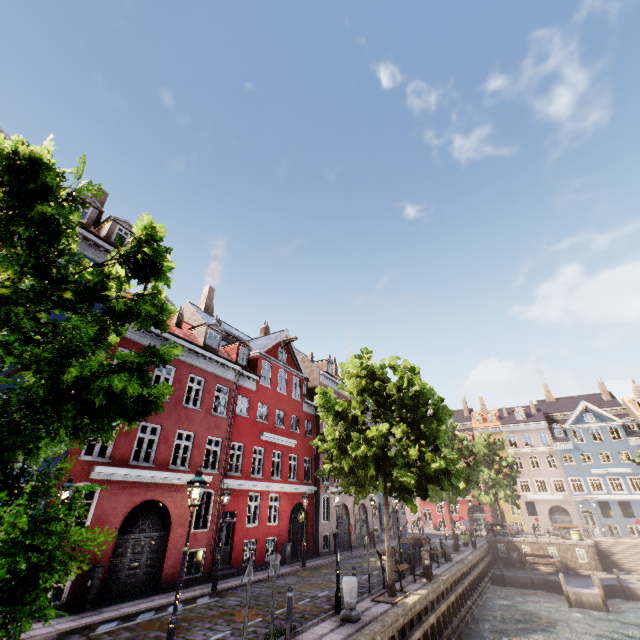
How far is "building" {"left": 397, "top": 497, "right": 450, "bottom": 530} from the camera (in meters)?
39.79

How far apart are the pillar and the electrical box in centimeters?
866cm

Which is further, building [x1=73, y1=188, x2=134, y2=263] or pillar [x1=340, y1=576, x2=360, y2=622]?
building [x1=73, y1=188, x2=134, y2=263]

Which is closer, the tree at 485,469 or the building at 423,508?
the tree at 485,469

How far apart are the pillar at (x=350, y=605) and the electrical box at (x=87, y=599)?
8.66m

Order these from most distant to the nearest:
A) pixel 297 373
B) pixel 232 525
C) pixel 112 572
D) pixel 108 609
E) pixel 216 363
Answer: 1. pixel 297 373
2. pixel 216 363
3. pixel 232 525
4. pixel 112 572
5. pixel 108 609

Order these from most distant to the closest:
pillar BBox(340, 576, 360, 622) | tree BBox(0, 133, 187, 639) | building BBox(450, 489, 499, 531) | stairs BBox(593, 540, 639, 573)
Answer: building BBox(450, 489, 499, 531) → stairs BBox(593, 540, 639, 573) → pillar BBox(340, 576, 360, 622) → tree BBox(0, 133, 187, 639)

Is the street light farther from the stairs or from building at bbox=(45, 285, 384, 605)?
the stairs
